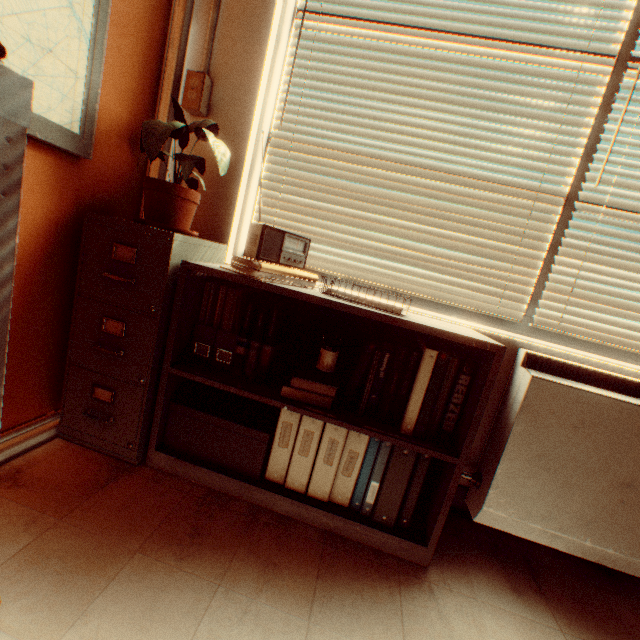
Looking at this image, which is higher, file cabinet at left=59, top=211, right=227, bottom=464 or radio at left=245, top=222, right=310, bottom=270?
radio at left=245, top=222, right=310, bottom=270

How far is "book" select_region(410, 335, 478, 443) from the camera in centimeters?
139cm

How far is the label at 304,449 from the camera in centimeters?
151cm

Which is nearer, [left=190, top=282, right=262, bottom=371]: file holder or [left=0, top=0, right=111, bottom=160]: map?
[left=0, top=0, right=111, bottom=160]: map

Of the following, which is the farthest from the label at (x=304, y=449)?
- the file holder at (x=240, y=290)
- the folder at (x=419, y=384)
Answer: the file holder at (x=240, y=290)

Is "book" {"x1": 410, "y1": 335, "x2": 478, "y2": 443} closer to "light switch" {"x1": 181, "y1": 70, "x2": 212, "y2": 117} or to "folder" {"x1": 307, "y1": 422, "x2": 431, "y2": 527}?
"folder" {"x1": 307, "y1": 422, "x2": 431, "y2": 527}

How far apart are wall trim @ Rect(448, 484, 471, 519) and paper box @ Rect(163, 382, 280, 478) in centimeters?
93cm

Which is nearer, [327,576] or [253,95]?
[327,576]
